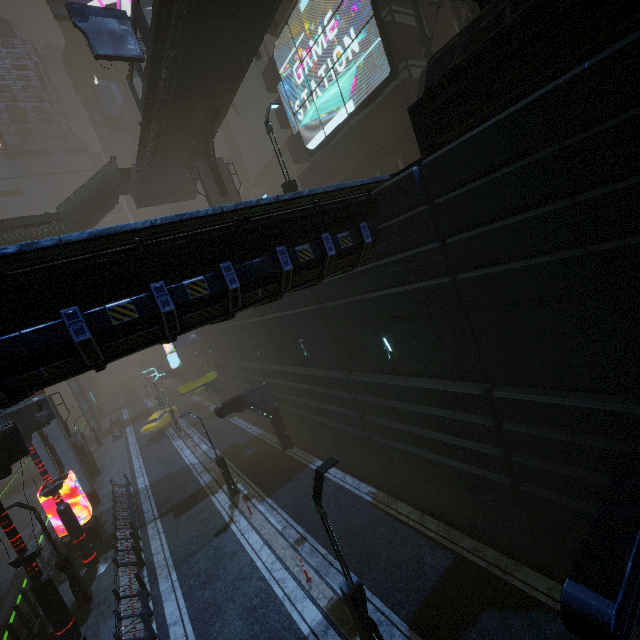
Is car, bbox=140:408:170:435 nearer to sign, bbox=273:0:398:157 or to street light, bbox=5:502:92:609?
street light, bbox=5:502:92:609

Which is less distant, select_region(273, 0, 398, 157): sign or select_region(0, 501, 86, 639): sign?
select_region(0, 501, 86, 639): sign

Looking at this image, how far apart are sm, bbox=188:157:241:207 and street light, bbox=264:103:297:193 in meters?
9.4

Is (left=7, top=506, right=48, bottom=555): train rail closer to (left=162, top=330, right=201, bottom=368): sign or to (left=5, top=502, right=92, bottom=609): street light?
(left=162, top=330, right=201, bottom=368): sign

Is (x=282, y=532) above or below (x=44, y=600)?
below

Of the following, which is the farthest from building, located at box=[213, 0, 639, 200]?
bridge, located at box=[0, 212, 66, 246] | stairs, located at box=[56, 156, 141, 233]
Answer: stairs, located at box=[56, 156, 141, 233]

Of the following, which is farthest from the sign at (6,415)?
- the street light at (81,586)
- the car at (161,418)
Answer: the car at (161,418)

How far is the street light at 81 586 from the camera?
13.9 meters
